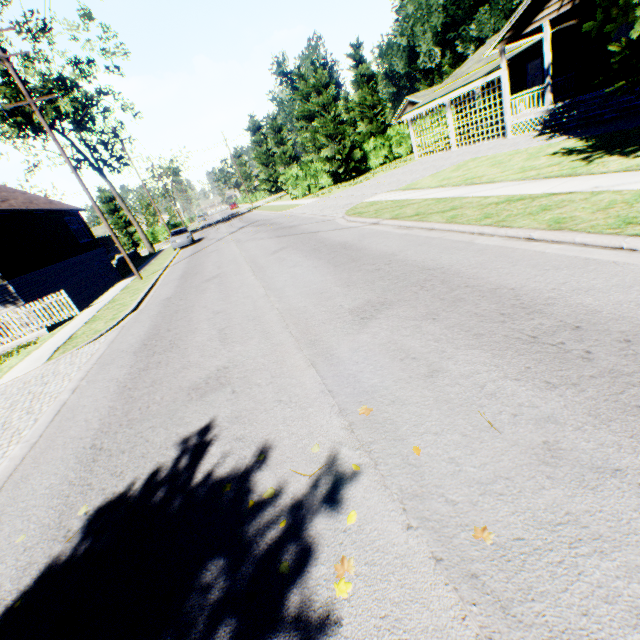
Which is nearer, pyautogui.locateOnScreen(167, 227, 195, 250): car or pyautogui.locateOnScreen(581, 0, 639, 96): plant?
pyautogui.locateOnScreen(581, 0, 639, 96): plant

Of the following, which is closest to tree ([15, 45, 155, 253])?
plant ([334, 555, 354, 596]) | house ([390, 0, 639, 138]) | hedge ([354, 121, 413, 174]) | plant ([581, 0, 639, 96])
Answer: hedge ([354, 121, 413, 174])

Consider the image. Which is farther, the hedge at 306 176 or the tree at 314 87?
the hedge at 306 176

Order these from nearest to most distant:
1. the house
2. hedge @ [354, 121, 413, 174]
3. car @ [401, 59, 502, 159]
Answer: the house
car @ [401, 59, 502, 159]
hedge @ [354, 121, 413, 174]

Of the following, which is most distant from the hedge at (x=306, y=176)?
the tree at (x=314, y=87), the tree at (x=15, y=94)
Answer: the tree at (x=15, y=94)

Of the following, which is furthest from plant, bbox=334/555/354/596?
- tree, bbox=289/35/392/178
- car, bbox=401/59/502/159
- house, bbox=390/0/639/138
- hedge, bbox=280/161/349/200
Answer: hedge, bbox=280/161/349/200

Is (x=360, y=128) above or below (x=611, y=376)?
above

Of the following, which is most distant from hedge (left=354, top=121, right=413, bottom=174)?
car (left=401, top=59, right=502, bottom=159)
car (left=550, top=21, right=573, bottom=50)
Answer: car (left=550, top=21, right=573, bottom=50)
